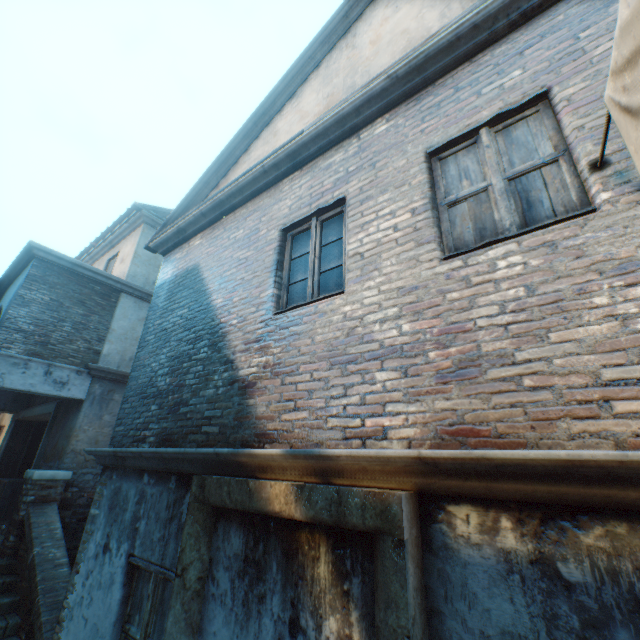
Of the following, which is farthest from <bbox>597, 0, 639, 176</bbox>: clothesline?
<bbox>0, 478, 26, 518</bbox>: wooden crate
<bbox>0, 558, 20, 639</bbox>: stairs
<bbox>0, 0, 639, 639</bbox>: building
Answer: <bbox>0, 478, 26, 518</bbox>: wooden crate

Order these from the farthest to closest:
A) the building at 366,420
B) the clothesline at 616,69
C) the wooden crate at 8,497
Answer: the wooden crate at 8,497 → the building at 366,420 → the clothesline at 616,69

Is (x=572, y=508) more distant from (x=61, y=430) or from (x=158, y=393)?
(x=61, y=430)

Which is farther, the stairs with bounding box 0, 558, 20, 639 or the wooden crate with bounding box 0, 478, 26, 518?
the wooden crate with bounding box 0, 478, 26, 518

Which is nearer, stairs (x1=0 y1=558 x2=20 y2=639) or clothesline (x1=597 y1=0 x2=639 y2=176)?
clothesline (x1=597 y1=0 x2=639 y2=176)

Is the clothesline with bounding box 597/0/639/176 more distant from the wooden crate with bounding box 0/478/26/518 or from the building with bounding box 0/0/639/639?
the wooden crate with bounding box 0/478/26/518

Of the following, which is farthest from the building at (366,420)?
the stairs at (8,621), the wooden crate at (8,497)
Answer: the wooden crate at (8,497)

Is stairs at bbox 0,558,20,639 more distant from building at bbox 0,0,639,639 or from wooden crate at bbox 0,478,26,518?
wooden crate at bbox 0,478,26,518
